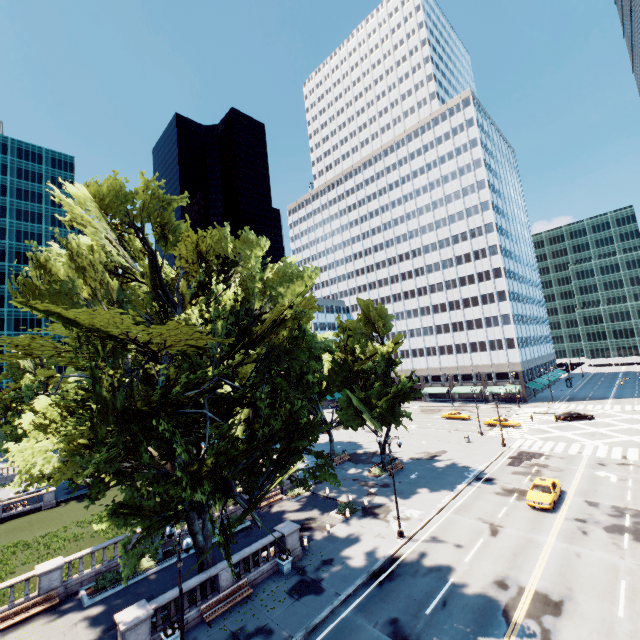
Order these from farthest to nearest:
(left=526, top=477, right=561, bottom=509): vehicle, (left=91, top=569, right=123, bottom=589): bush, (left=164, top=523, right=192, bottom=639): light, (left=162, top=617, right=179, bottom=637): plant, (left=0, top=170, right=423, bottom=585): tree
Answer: (left=526, top=477, right=561, bottom=509): vehicle
(left=91, top=569, right=123, bottom=589): bush
(left=162, top=617, right=179, bottom=637): plant
(left=164, top=523, right=192, bottom=639): light
(left=0, top=170, right=423, bottom=585): tree

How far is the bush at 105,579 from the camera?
22.0m

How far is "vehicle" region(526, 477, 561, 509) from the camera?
26.0m

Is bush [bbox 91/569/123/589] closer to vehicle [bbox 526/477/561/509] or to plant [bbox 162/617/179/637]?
plant [bbox 162/617/179/637]

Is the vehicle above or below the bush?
above

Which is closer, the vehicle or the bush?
the bush

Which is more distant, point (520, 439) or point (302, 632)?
point (520, 439)

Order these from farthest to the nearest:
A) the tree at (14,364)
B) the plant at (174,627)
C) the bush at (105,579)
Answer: the bush at (105,579) < the plant at (174,627) < the tree at (14,364)
